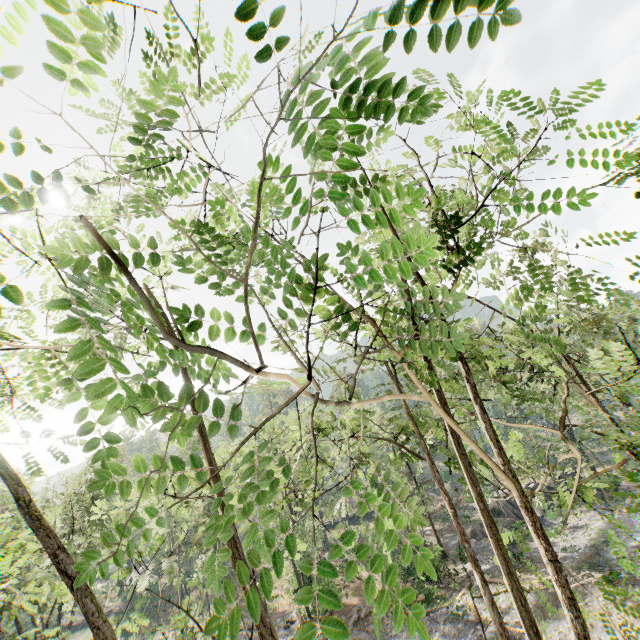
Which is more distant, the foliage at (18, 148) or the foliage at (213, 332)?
the foliage at (213, 332)

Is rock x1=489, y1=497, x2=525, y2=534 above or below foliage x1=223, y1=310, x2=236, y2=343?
below

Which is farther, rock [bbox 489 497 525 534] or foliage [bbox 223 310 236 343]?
rock [bbox 489 497 525 534]

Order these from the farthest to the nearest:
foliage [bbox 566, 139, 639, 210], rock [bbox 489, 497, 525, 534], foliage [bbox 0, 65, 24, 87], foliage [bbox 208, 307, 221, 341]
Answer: rock [bbox 489, 497, 525, 534] → foliage [bbox 566, 139, 639, 210] → foliage [bbox 208, 307, 221, 341] → foliage [bbox 0, 65, 24, 87]

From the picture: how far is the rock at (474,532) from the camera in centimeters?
3422cm

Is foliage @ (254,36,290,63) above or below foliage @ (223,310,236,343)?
above

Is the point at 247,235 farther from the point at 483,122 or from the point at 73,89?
the point at 483,122
